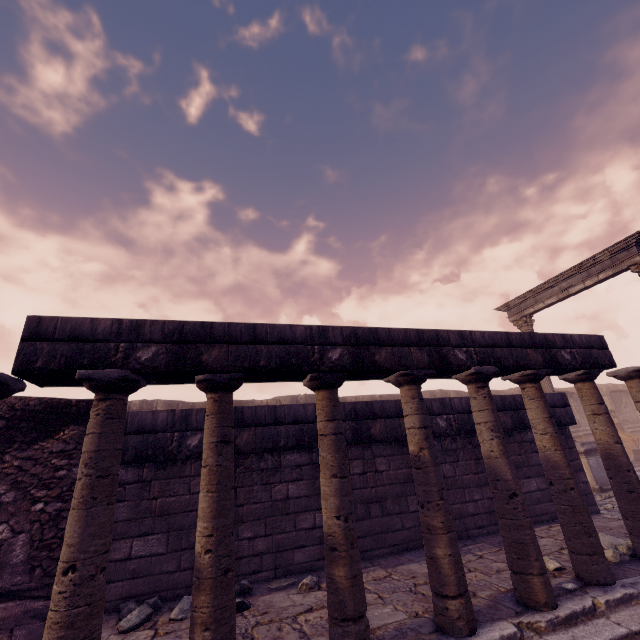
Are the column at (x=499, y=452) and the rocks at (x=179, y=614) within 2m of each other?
no

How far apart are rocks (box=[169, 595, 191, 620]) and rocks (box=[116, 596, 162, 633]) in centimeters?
25cm

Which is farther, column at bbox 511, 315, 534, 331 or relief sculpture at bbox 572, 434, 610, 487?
column at bbox 511, 315, 534, 331

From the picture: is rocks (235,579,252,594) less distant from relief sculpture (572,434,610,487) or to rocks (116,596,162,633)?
rocks (116,596,162,633)

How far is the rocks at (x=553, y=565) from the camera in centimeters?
418cm

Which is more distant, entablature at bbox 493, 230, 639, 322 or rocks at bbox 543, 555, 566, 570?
entablature at bbox 493, 230, 639, 322

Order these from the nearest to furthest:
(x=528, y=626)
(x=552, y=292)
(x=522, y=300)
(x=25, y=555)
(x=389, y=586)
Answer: (x=528, y=626) < (x=25, y=555) < (x=389, y=586) < (x=552, y=292) < (x=522, y=300)

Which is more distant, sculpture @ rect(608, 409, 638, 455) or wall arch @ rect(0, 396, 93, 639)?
sculpture @ rect(608, 409, 638, 455)
